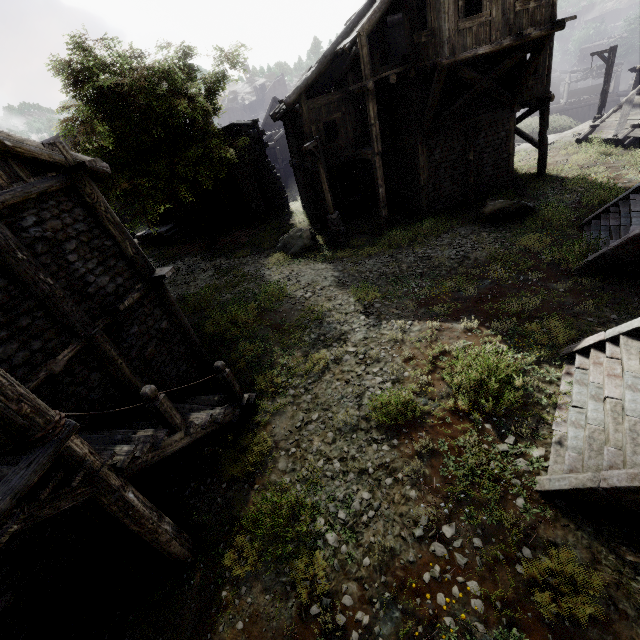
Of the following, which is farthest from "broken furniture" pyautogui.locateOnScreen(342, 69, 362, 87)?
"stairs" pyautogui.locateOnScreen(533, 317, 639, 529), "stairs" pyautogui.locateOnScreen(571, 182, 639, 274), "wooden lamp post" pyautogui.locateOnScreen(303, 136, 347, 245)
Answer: "stairs" pyautogui.locateOnScreen(533, 317, 639, 529)

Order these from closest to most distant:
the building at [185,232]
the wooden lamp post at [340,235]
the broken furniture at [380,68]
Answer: the broken furniture at [380,68] → the wooden lamp post at [340,235] → the building at [185,232]

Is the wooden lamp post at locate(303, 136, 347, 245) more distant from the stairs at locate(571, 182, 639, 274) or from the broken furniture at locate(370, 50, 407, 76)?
the stairs at locate(571, 182, 639, 274)

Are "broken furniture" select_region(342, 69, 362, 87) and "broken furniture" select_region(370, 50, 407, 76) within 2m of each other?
yes

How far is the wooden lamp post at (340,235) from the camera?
14.67m

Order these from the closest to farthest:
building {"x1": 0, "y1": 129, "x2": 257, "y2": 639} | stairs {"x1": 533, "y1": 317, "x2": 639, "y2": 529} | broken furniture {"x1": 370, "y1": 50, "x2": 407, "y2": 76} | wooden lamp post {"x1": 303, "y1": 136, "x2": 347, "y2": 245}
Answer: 1. building {"x1": 0, "y1": 129, "x2": 257, "y2": 639}
2. stairs {"x1": 533, "y1": 317, "x2": 639, "y2": 529}
3. broken furniture {"x1": 370, "y1": 50, "x2": 407, "y2": 76}
4. wooden lamp post {"x1": 303, "y1": 136, "x2": 347, "y2": 245}

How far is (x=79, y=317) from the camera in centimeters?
681cm

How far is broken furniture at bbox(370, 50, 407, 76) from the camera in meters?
13.4 m
